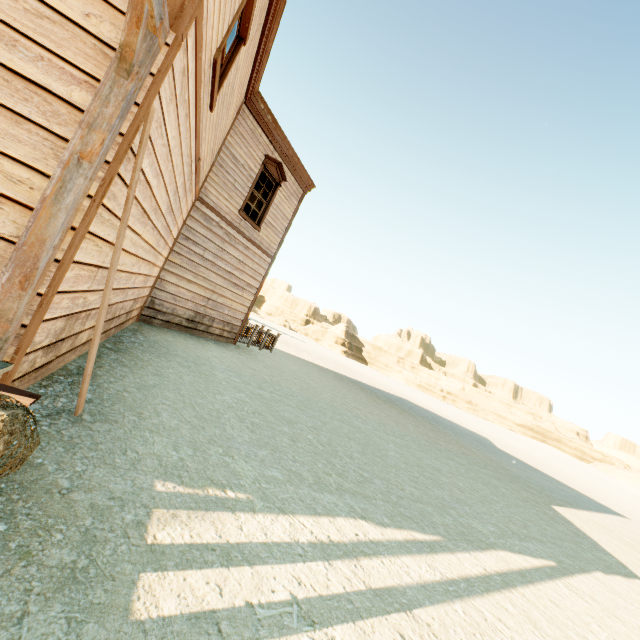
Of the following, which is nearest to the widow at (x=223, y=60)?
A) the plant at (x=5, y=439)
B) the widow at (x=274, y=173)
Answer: the plant at (x=5, y=439)

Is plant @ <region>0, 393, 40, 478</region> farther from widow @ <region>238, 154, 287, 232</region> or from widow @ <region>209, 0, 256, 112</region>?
widow @ <region>238, 154, 287, 232</region>

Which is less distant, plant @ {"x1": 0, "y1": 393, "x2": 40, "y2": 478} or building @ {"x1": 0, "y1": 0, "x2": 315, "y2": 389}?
plant @ {"x1": 0, "y1": 393, "x2": 40, "y2": 478}

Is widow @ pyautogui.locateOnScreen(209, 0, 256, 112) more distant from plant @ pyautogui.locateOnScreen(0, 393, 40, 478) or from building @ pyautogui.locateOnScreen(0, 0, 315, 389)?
plant @ pyautogui.locateOnScreen(0, 393, 40, 478)

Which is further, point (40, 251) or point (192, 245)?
point (192, 245)

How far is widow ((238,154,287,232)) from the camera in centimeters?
1020cm

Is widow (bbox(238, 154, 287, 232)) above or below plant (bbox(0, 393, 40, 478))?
above

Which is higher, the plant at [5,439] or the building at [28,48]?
the building at [28,48]
